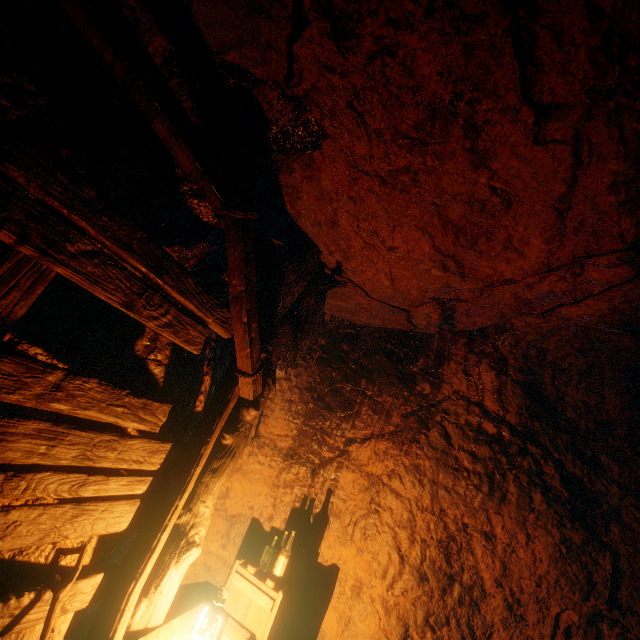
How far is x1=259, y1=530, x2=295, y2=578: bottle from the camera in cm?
358

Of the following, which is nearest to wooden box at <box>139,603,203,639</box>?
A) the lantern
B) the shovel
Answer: the lantern

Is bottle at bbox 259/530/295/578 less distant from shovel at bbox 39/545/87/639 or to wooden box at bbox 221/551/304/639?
wooden box at bbox 221/551/304/639

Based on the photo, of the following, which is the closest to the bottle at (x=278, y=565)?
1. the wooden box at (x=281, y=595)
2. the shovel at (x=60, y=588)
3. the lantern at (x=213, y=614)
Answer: the wooden box at (x=281, y=595)

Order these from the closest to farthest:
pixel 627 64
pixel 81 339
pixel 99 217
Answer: pixel 627 64 → pixel 99 217 → pixel 81 339

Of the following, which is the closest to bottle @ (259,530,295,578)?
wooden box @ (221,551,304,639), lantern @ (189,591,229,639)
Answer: wooden box @ (221,551,304,639)

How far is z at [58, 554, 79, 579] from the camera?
2.3 meters

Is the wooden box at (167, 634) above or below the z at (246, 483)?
below
